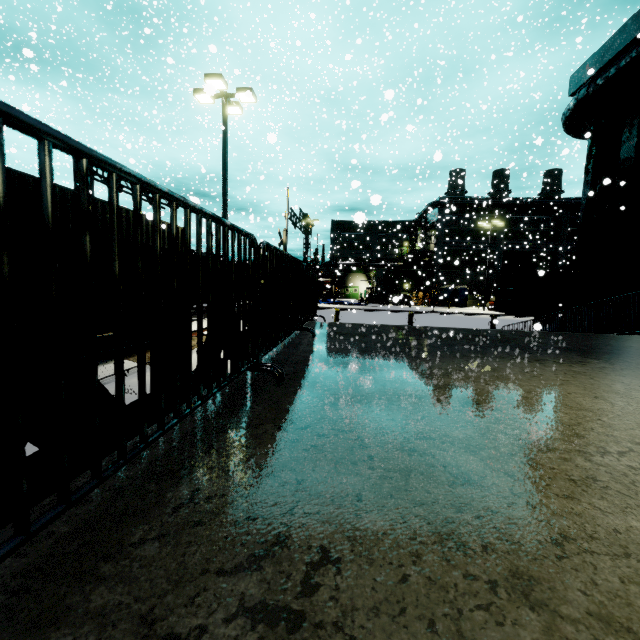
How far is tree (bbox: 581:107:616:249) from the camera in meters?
10.9 m

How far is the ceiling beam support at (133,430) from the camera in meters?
1.7 m

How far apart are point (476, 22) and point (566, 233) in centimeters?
2828cm

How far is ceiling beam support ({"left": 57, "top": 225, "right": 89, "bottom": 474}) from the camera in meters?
1.3

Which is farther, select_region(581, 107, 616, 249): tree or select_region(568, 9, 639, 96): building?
select_region(581, 107, 616, 249): tree

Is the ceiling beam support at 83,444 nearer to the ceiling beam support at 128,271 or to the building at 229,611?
the ceiling beam support at 128,271

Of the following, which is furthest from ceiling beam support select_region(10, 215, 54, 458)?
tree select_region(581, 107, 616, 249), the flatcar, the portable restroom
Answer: the portable restroom
